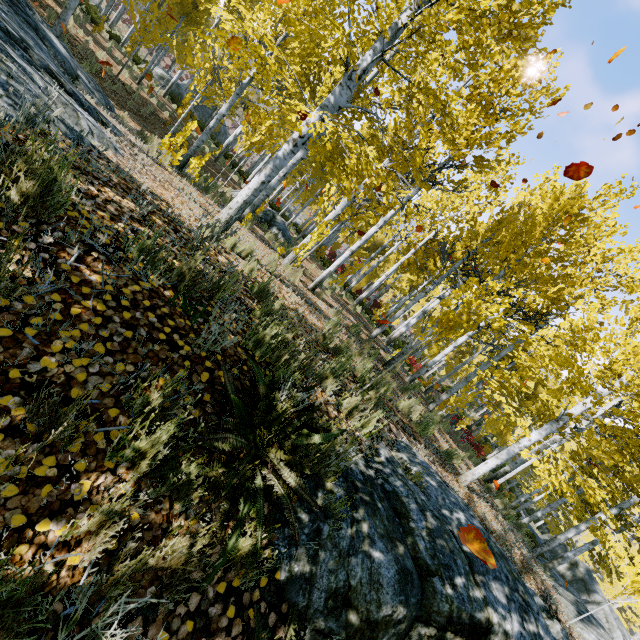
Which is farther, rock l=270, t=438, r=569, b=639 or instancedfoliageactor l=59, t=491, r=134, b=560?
rock l=270, t=438, r=569, b=639

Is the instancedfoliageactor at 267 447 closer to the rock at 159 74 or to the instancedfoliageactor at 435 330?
the instancedfoliageactor at 435 330

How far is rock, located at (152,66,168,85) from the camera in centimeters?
2462cm

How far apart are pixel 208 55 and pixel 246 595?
14.00m

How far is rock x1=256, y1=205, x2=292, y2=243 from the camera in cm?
1466

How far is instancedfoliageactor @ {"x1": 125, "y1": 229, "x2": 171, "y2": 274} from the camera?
2.5 meters

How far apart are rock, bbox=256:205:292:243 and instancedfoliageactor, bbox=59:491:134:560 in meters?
13.2 m

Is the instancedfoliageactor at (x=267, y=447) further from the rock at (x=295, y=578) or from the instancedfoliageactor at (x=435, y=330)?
the instancedfoliageactor at (x=435, y=330)
